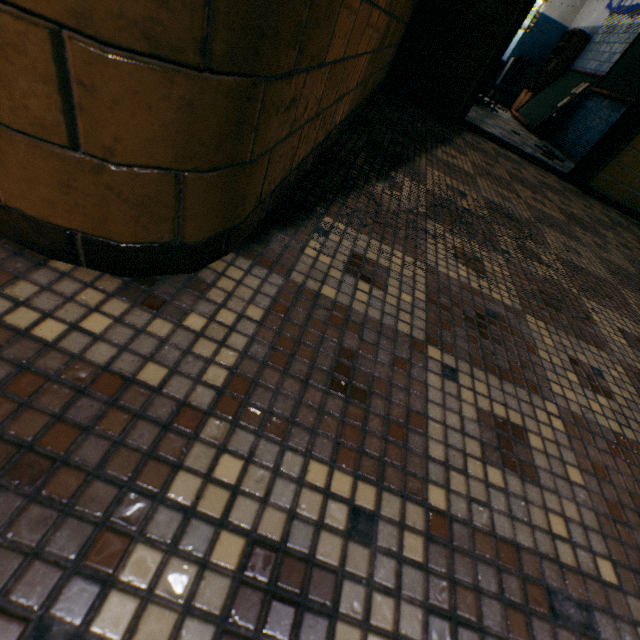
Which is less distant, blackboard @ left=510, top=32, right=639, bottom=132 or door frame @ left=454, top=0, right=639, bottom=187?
door frame @ left=454, top=0, right=639, bottom=187

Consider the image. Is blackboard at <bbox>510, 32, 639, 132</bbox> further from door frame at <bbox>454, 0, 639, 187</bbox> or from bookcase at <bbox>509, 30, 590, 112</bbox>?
door frame at <bbox>454, 0, 639, 187</bbox>

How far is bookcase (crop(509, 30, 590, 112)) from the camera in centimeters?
709cm

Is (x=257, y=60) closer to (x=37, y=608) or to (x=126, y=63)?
(x=126, y=63)

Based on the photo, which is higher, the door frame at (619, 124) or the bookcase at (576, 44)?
the bookcase at (576, 44)

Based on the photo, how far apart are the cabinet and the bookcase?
0.55m

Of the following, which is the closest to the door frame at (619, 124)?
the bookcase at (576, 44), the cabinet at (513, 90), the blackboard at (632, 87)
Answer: the blackboard at (632, 87)

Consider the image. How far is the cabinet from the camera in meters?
8.8
